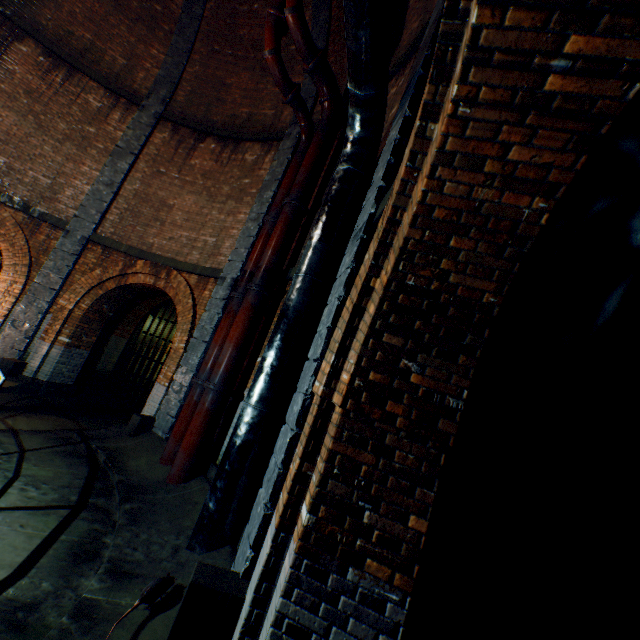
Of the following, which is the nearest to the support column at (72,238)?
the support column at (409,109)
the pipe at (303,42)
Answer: the support column at (409,109)

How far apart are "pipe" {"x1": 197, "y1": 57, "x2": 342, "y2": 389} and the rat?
3.83m

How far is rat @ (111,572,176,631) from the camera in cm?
280

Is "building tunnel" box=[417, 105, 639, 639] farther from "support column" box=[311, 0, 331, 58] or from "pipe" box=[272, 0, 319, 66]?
"support column" box=[311, 0, 331, 58]

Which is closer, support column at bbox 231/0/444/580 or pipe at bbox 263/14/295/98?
support column at bbox 231/0/444/580

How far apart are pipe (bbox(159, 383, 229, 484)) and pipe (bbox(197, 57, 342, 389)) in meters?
2.2 m

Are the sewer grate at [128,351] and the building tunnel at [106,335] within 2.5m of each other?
yes

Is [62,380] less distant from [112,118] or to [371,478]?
[112,118]
